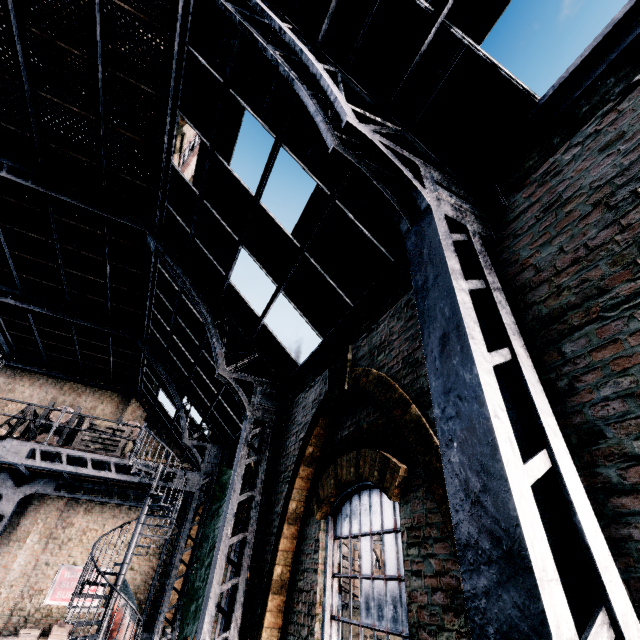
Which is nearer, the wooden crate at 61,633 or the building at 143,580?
the wooden crate at 61,633

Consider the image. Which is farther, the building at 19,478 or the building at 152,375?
the building at 152,375

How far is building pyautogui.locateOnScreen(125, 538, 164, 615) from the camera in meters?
13.9

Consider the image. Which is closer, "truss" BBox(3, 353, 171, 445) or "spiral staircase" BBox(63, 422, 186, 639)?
"spiral staircase" BBox(63, 422, 186, 639)

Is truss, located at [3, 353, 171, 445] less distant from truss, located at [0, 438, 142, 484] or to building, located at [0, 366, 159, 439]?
building, located at [0, 366, 159, 439]

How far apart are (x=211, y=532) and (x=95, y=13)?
12.2m

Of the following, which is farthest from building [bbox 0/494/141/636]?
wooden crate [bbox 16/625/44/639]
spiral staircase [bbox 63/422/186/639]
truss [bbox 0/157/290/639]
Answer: spiral staircase [bbox 63/422/186/639]
